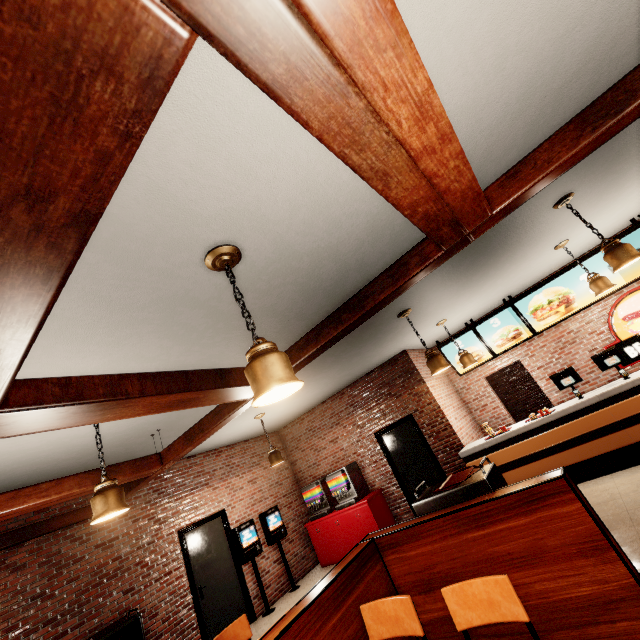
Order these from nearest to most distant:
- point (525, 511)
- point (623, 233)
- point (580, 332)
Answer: point (525, 511), point (623, 233), point (580, 332)
